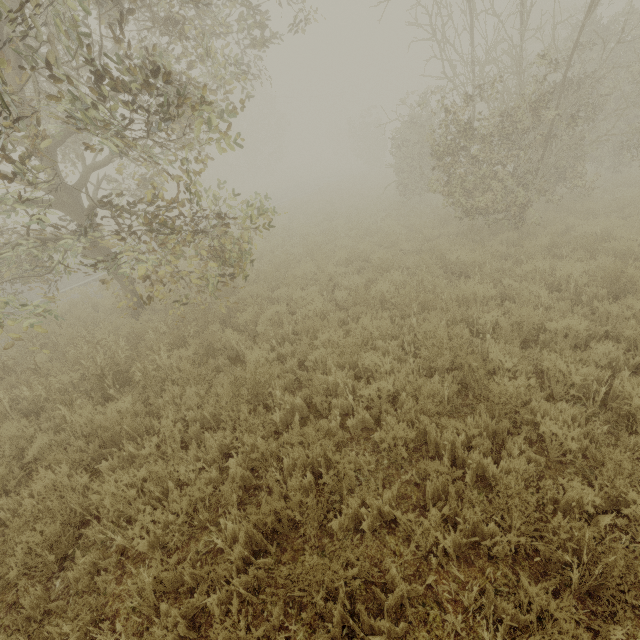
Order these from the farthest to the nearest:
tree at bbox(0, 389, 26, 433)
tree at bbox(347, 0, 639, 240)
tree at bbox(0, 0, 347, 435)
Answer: tree at bbox(347, 0, 639, 240), tree at bbox(0, 389, 26, 433), tree at bbox(0, 0, 347, 435)

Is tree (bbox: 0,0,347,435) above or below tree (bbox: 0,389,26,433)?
above

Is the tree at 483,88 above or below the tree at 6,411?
above

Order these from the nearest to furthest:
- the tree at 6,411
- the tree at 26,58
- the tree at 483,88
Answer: the tree at 26,58 < the tree at 6,411 < the tree at 483,88

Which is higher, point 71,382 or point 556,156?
point 556,156

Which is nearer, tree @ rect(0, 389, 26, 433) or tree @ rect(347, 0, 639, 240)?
tree @ rect(0, 389, 26, 433)
